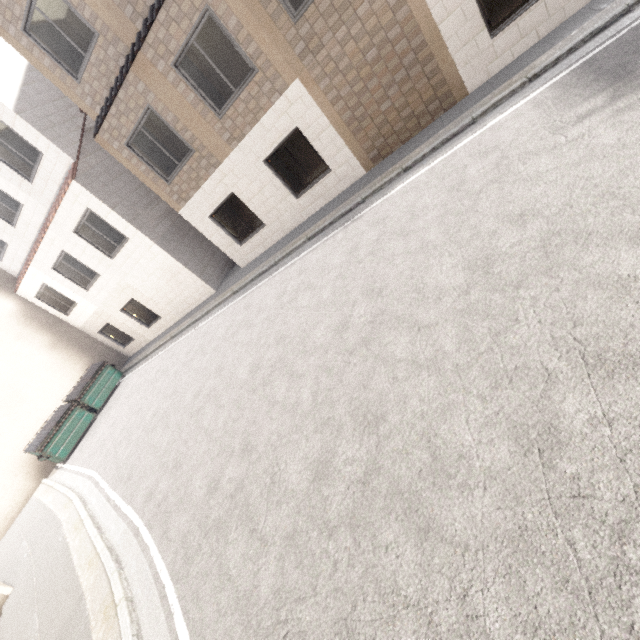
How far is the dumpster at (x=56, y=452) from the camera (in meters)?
12.91

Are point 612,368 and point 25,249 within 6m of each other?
no

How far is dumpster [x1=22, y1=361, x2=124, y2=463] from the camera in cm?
1291
